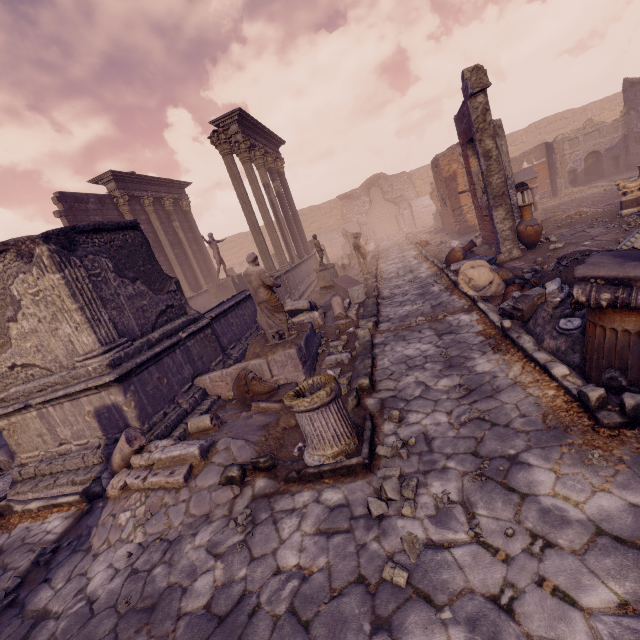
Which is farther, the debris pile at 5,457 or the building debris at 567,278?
the debris pile at 5,457

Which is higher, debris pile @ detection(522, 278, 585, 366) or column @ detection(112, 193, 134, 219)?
column @ detection(112, 193, 134, 219)

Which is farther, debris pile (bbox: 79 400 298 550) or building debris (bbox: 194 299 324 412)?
building debris (bbox: 194 299 324 412)

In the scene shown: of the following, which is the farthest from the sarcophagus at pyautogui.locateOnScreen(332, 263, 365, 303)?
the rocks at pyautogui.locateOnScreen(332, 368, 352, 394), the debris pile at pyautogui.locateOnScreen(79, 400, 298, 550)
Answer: the debris pile at pyautogui.locateOnScreen(79, 400, 298, 550)

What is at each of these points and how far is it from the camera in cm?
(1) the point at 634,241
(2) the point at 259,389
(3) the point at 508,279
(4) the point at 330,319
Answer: (1) building debris, 524
(2) sculpture, 563
(3) debris pile, 742
(4) debris pile, 952

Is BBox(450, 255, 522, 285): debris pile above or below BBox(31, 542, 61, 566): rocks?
above

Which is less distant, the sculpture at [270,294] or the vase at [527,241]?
the sculpture at [270,294]

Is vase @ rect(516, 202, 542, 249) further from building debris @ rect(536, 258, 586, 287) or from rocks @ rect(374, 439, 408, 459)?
rocks @ rect(374, 439, 408, 459)
